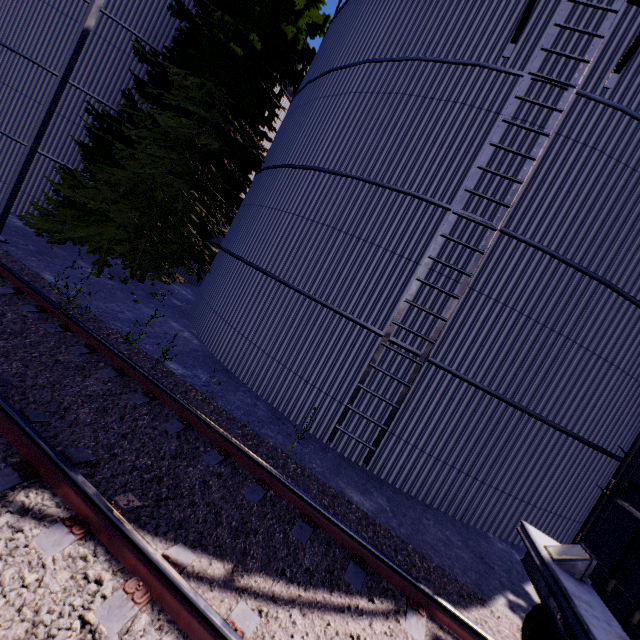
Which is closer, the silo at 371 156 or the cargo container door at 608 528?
the cargo container door at 608 528

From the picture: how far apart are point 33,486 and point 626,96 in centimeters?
1110cm

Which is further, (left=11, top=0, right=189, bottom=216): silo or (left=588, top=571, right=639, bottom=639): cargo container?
(left=11, top=0, right=189, bottom=216): silo

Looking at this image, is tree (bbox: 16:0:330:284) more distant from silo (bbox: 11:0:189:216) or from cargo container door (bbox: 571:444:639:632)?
cargo container door (bbox: 571:444:639:632)

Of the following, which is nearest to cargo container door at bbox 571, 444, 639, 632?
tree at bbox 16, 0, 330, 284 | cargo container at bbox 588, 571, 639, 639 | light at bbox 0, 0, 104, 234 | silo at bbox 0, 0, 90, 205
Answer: cargo container at bbox 588, 571, 639, 639

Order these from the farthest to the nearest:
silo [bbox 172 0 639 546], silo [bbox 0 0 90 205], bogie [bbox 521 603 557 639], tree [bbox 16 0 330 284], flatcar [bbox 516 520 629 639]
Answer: silo [bbox 0 0 90 205]
tree [bbox 16 0 330 284]
silo [bbox 172 0 639 546]
bogie [bbox 521 603 557 639]
flatcar [bbox 516 520 629 639]

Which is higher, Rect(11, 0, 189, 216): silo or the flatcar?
Rect(11, 0, 189, 216): silo

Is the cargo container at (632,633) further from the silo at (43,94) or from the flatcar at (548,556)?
the silo at (43,94)
